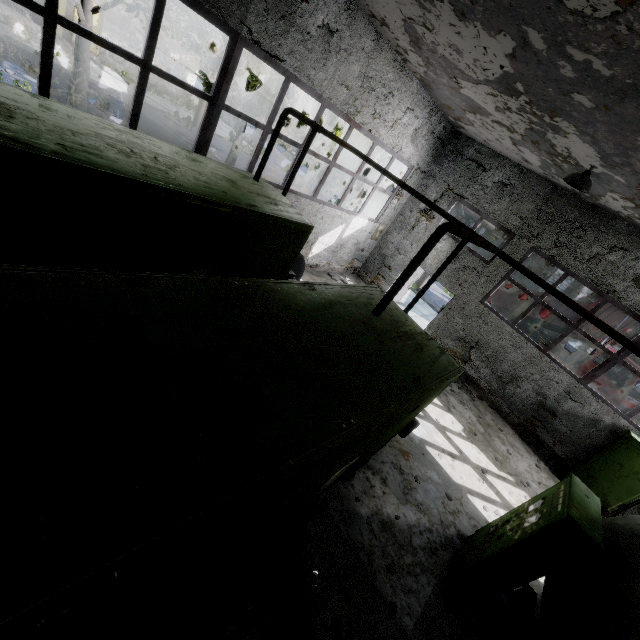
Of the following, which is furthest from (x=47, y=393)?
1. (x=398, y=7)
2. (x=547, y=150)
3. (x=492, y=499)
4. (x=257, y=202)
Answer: (x=547, y=150)

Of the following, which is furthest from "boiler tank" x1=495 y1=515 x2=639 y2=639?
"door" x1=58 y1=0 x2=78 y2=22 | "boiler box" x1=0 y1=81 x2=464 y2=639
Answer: "door" x1=58 y1=0 x2=78 y2=22

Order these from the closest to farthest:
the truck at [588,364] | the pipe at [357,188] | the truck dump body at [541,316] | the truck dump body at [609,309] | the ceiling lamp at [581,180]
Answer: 1. the ceiling lamp at [581,180]
2. the pipe at [357,188]
3. the truck at [588,364]
4. the truck dump body at [609,309]
5. the truck dump body at [541,316]

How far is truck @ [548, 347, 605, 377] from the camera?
14.6m

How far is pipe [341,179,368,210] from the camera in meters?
14.1

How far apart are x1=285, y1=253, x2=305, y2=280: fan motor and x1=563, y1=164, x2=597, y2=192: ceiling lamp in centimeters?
626cm

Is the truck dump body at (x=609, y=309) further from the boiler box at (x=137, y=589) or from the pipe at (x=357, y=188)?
the boiler box at (x=137, y=589)

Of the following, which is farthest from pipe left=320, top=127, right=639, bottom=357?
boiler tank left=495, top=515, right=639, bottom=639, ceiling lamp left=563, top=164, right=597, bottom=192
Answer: boiler tank left=495, top=515, right=639, bottom=639
